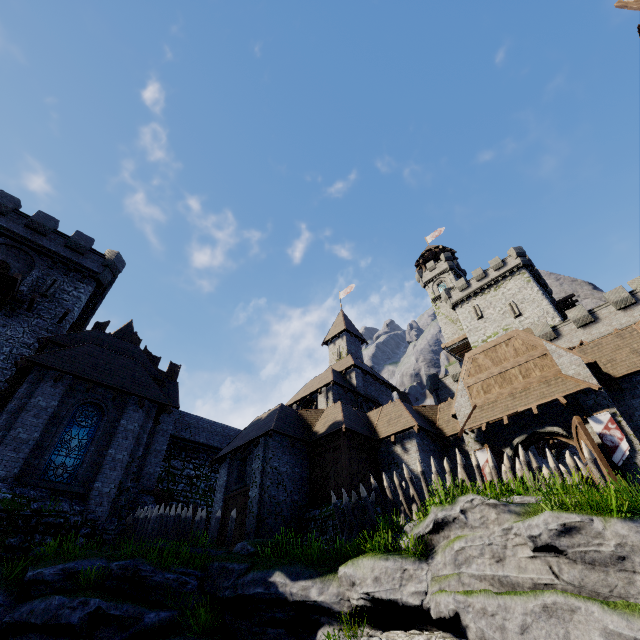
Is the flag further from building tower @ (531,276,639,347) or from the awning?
building tower @ (531,276,639,347)

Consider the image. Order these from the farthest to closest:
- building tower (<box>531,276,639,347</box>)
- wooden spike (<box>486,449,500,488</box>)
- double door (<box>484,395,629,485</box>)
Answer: building tower (<box>531,276,639,347</box>), double door (<box>484,395,629,485</box>), wooden spike (<box>486,449,500,488</box>)

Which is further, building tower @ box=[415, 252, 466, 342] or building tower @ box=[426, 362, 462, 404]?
building tower @ box=[415, 252, 466, 342]

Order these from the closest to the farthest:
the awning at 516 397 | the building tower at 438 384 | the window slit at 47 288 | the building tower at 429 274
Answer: the awning at 516 397
the window slit at 47 288
the building tower at 438 384
the building tower at 429 274

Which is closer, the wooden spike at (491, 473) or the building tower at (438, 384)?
the wooden spike at (491, 473)

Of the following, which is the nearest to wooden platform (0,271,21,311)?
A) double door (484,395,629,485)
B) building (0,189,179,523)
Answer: building (0,189,179,523)

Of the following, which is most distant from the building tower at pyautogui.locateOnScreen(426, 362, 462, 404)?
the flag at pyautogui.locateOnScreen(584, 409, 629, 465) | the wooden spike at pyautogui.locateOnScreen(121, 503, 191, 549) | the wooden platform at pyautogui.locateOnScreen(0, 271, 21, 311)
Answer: the wooden platform at pyautogui.locateOnScreen(0, 271, 21, 311)

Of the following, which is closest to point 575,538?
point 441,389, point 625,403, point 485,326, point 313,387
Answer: point 625,403
